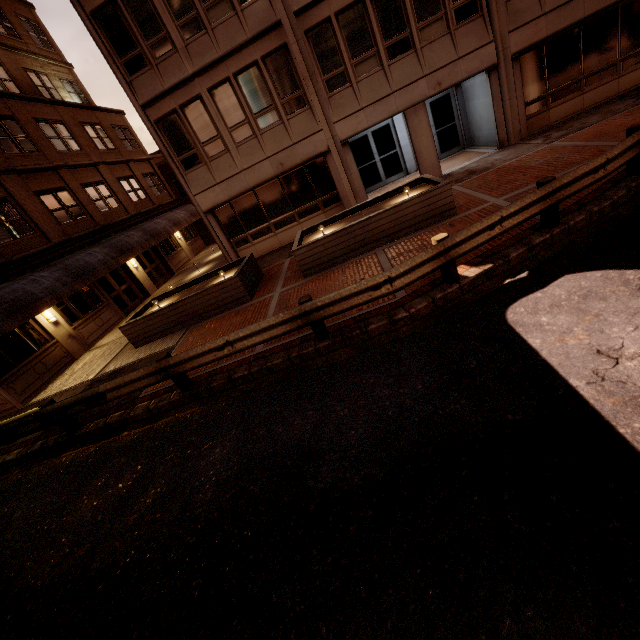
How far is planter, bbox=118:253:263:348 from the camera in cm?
1083

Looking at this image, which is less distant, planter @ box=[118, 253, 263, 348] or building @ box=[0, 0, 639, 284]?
planter @ box=[118, 253, 263, 348]

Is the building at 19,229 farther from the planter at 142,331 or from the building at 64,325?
the building at 64,325

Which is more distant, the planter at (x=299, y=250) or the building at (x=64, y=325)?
the building at (x=64, y=325)

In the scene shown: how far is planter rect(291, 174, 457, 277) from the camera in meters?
9.4

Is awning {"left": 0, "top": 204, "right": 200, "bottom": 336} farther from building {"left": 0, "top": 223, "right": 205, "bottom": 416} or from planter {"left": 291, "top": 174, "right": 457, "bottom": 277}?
planter {"left": 291, "top": 174, "right": 457, "bottom": 277}

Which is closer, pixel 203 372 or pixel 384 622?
pixel 384 622

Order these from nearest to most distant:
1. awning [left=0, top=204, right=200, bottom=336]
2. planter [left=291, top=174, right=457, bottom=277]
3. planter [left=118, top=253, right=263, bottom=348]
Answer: planter [left=291, top=174, right=457, bottom=277], planter [left=118, top=253, right=263, bottom=348], awning [left=0, top=204, right=200, bottom=336]
